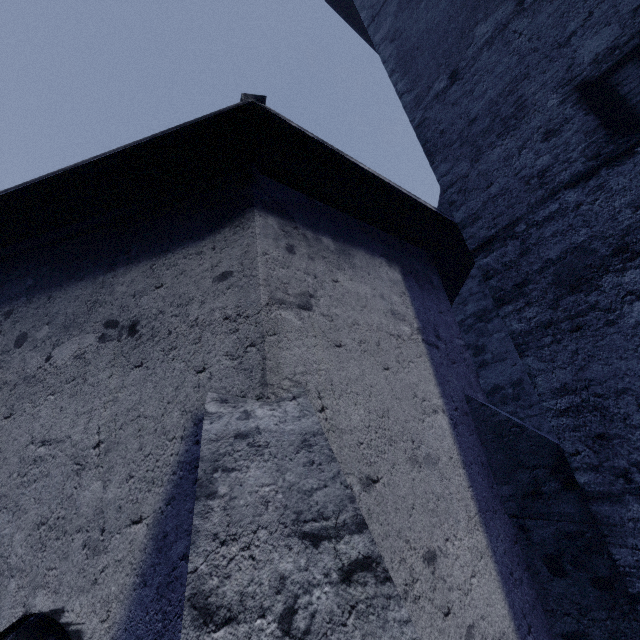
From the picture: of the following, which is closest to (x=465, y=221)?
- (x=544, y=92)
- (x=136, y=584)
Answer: (x=544, y=92)
